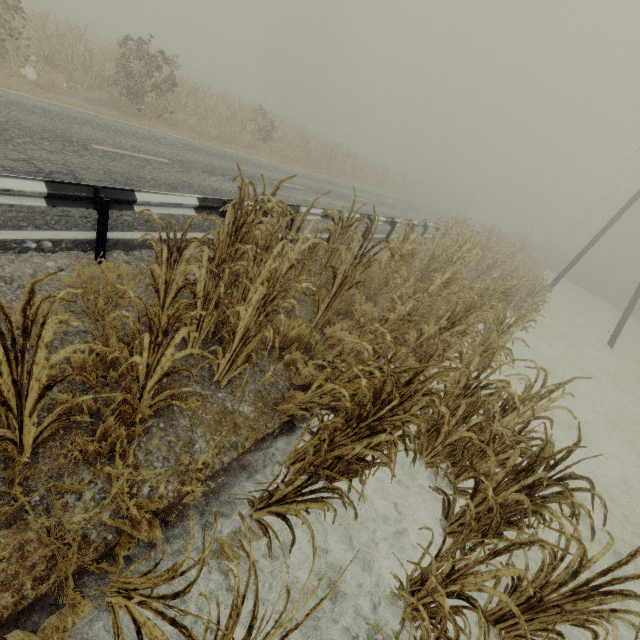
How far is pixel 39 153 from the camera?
5.6 meters

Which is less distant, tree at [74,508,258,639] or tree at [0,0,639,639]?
tree at [74,508,258,639]

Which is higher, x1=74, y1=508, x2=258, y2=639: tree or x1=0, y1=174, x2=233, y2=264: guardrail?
x1=0, y1=174, x2=233, y2=264: guardrail

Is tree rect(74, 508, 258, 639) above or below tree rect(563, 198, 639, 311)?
below

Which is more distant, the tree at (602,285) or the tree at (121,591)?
the tree at (602,285)

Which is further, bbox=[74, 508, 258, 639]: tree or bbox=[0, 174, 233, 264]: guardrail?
bbox=[0, 174, 233, 264]: guardrail

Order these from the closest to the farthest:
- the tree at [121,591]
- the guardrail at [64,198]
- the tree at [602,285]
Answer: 1. the tree at [121,591]
2. the guardrail at [64,198]
3. the tree at [602,285]
